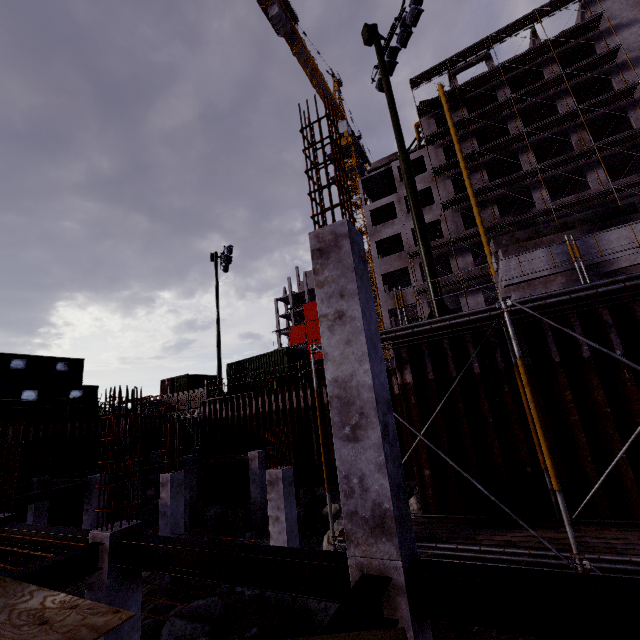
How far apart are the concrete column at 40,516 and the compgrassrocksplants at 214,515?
6.9 meters

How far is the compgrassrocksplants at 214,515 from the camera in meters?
17.2

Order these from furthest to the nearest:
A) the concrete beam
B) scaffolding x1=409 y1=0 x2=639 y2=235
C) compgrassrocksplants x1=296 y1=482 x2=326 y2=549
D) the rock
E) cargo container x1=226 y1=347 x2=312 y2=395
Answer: scaffolding x1=409 y1=0 x2=639 y2=235 → cargo container x1=226 y1=347 x2=312 y2=395 → compgrassrocksplants x1=296 y1=482 x2=326 y2=549 → the concrete beam → the rock

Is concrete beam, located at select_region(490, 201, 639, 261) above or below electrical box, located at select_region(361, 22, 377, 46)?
below

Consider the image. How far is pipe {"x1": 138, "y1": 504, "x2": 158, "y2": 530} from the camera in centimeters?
1731cm

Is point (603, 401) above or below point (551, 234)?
below

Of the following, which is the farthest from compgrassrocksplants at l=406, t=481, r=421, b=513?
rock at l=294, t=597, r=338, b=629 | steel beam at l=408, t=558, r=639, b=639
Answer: steel beam at l=408, t=558, r=639, b=639

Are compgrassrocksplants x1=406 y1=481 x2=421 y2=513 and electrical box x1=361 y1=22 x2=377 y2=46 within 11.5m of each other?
no
